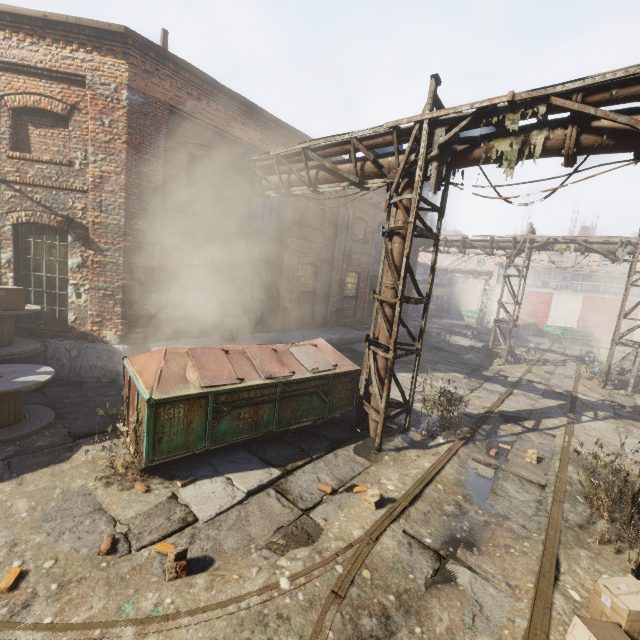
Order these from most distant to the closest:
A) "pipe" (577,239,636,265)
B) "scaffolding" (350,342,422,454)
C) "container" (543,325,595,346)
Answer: "container" (543,325,595,346)
"pipe" (577,239,636,265)
"scaffolding" (350,342,422,454)

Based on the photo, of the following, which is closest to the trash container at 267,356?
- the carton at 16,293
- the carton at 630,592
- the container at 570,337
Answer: the carton at 16,293

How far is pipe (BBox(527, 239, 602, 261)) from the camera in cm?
1421

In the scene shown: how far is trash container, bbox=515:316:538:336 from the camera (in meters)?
27.48

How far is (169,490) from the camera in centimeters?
485cm

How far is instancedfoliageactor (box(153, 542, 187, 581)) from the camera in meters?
3.5 m

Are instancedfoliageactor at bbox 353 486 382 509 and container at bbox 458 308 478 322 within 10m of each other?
no

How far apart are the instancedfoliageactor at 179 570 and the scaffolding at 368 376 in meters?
3.8 m
